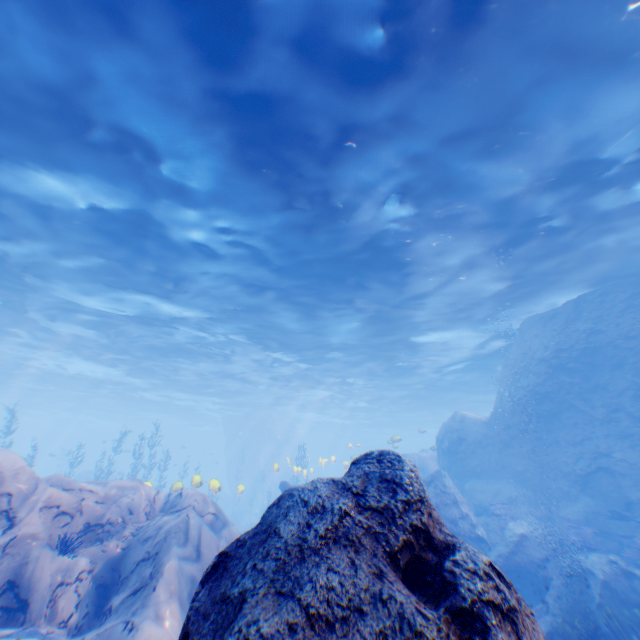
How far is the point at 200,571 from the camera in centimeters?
665cm

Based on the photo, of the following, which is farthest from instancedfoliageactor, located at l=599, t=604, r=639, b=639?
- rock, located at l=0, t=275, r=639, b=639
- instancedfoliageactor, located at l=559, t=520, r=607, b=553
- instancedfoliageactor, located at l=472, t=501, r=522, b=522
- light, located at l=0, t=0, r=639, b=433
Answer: light, located at l=0, t=0, r=639, b=433

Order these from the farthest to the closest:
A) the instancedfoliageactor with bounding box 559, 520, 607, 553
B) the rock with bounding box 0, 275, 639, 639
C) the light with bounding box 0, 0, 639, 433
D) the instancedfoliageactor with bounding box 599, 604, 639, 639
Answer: the instancedfoliageactor with bounding box 559, 520, 607, 553 → the instancedfoliageactor with bounding box 599, 604, 639, 639 → the light with bounding box 0, 0, 639, 433 → the rock with bounding box 0, 275, 639, 639

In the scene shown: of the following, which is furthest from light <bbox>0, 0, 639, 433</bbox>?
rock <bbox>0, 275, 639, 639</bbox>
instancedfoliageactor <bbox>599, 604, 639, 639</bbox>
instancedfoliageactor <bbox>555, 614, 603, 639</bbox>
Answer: instancedfoliageactor <bbox>599, 604, 639, 639</bbox>

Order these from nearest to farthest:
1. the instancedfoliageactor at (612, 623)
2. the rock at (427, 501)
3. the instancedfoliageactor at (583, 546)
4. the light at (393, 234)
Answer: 1. the rock at (427, 501)
2. the light at (393, 234)
3. the instancedfoliageactor at (612, 623)
4. the instancedfoliageactor at (583, 546)

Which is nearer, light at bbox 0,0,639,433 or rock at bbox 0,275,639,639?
rock at bbox 0,275,639,639

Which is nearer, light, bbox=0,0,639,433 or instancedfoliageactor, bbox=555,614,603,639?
light, bbox=0,0,639,433

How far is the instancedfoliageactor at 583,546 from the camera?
11.25m
